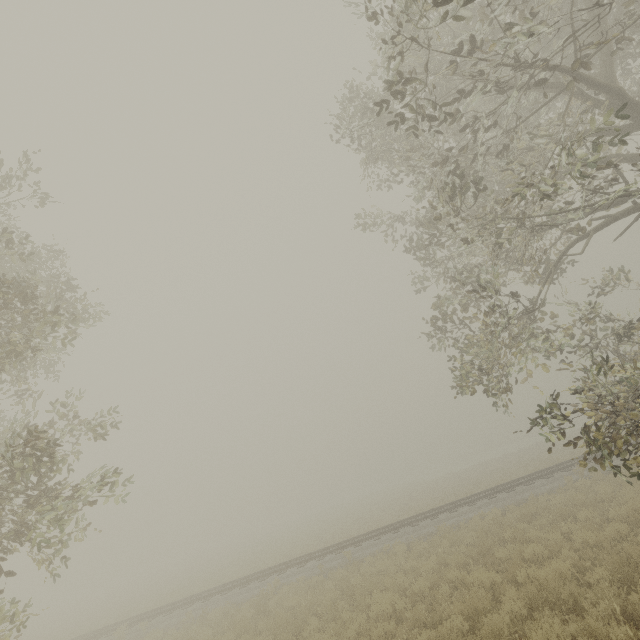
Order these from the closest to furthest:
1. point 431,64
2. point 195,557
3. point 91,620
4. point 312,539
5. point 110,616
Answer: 1. point 431,64
2. point 110,616
3. point 91,620
4. point 312,539
5. point 195,557
